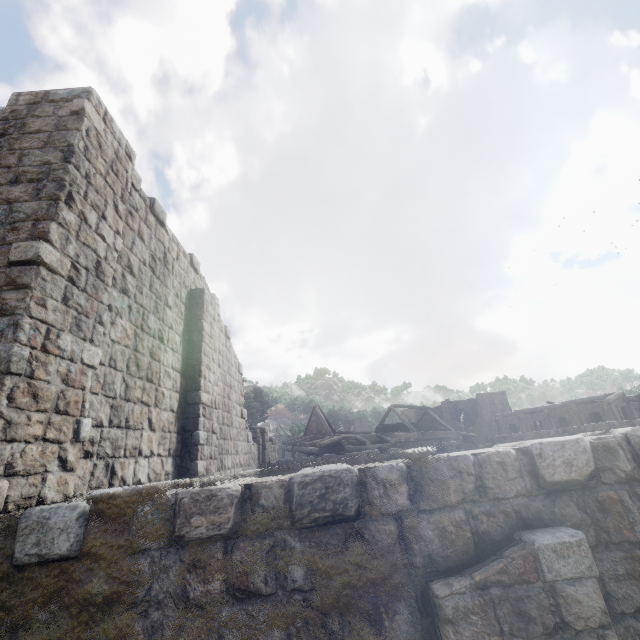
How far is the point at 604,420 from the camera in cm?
2308
